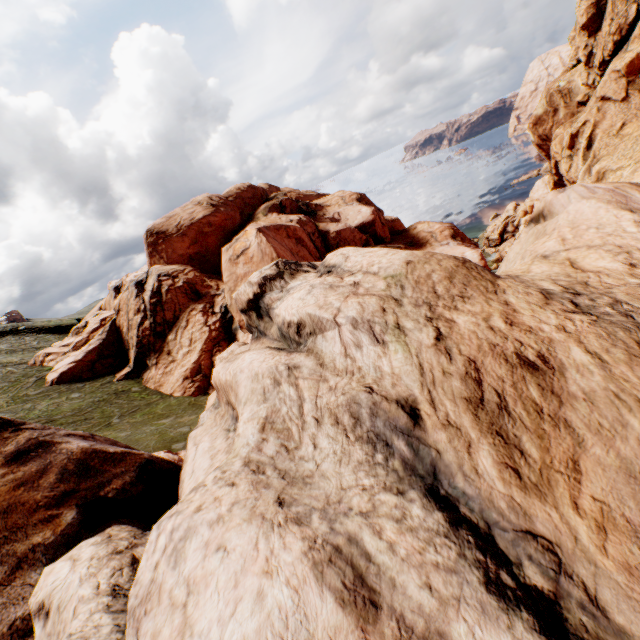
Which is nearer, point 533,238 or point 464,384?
point 464,384
